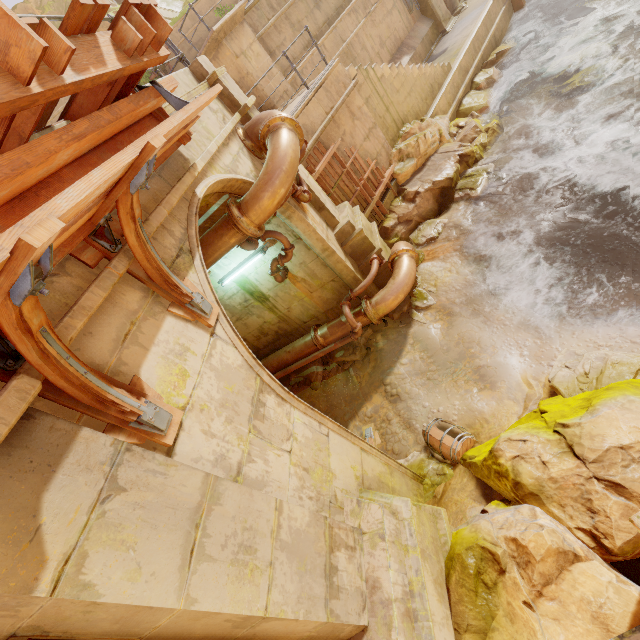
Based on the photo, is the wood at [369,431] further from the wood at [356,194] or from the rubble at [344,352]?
the wood at [356,194]

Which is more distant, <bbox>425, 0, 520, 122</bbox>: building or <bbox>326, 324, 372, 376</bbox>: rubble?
<bbox>425, 0, 520, 122</bbox>: building

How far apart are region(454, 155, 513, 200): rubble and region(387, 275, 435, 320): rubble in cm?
302

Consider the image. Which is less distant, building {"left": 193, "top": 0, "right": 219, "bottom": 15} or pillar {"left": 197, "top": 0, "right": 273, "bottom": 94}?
pillar {"left": 197, "top": 0, "right": 273, "bottom": 94}

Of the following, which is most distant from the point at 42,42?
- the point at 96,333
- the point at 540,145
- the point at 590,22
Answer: the point at 590,22

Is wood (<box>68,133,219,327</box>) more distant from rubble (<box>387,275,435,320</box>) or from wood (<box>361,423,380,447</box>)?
rubble (<box>387,275,435,320</box>)

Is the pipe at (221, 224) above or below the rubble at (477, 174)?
above

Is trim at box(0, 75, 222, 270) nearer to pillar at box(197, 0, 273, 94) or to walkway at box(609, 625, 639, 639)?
walkway at box(609, 625, 639, 639)
